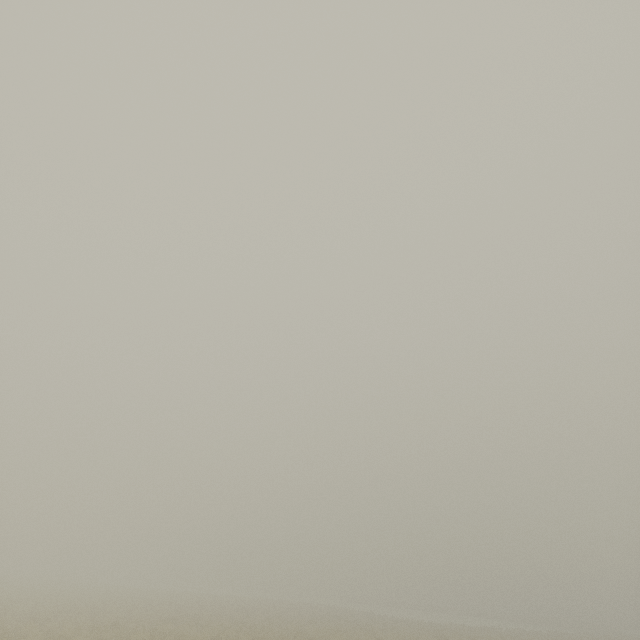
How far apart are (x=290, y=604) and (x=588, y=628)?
43.19m
